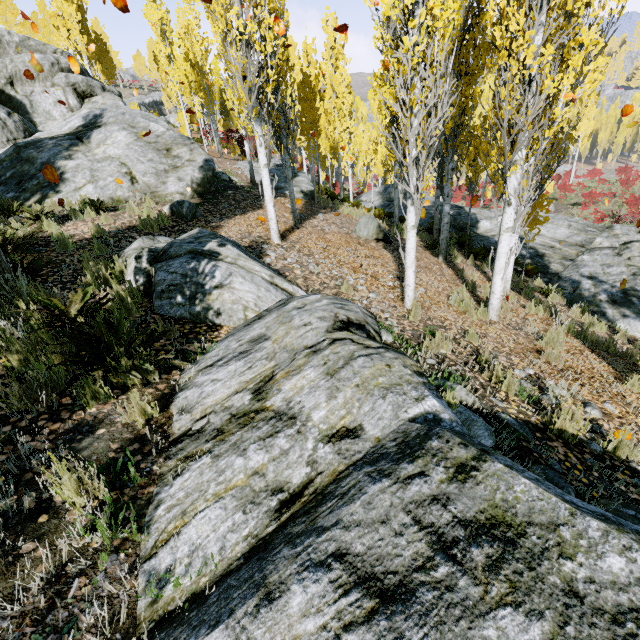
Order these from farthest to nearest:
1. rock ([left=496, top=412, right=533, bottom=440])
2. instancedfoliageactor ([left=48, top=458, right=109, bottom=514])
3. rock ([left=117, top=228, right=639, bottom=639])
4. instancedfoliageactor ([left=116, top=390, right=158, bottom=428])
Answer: rock ([left=496, top=412, right=533, bottom=440])
instancedfoliageactor ([left=116, top=390, right=158, bottom=428])
instancedfoliageactor ([left=48, top=458, right=109, bottom=514])
rock ([left=117, top=228, right=639, bottom=639])

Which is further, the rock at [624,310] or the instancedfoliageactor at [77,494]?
the rock at [624,310]

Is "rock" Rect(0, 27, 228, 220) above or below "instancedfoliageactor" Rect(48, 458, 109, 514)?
above

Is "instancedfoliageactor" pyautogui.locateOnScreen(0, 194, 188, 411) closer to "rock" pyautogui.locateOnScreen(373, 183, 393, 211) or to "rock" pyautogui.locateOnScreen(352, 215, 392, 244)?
"rock" pyautogui.locateOnScreen(373, 183, 393, 211)

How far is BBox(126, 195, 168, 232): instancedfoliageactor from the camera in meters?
7.6

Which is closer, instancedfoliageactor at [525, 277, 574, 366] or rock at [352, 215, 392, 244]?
instancedfoliageactor at [525, 277, 574, 366]

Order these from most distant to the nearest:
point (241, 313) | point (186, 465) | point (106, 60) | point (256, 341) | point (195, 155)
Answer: point (106, 60) → point (195, 155) → point (241, 313) → point (256, 341) → point (186, 465)

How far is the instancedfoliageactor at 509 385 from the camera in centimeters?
411cm
